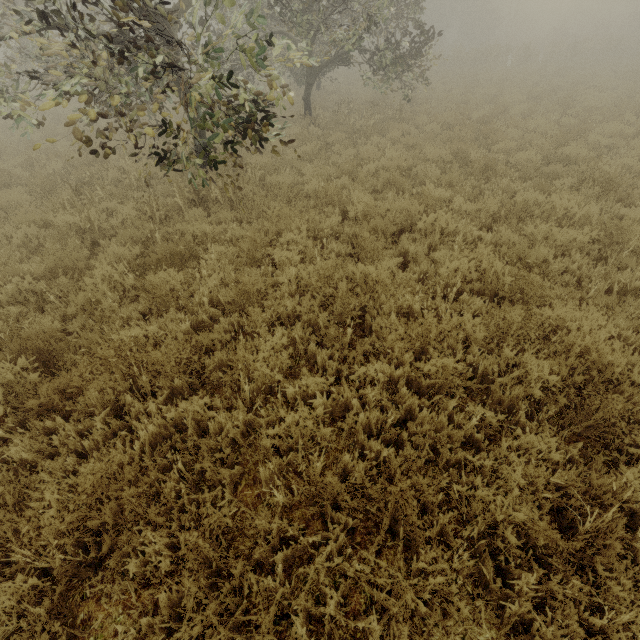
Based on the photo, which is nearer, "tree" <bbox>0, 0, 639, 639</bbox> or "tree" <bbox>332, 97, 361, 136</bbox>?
"tree" <bbox>0, 0, 639, 639</bbox>

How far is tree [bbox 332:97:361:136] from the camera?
11.62m

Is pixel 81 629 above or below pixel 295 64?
below

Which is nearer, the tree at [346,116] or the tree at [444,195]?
the tree at [444,195]

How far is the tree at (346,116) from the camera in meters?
11.6
